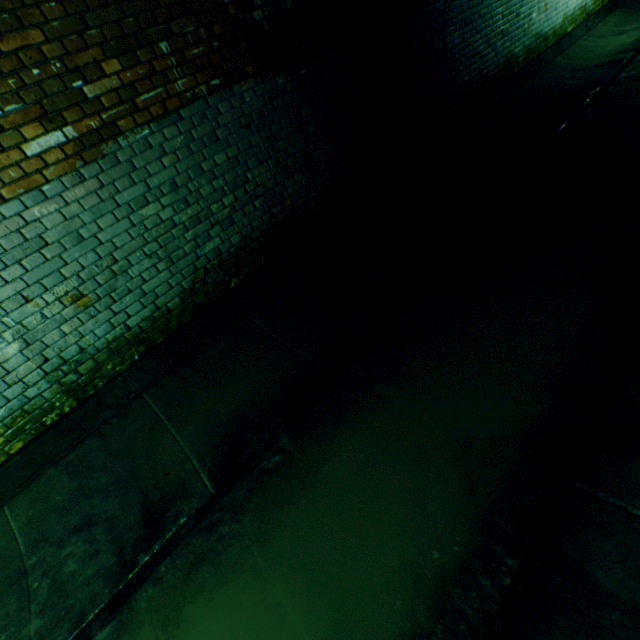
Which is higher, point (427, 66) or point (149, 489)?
point (427, 66)
